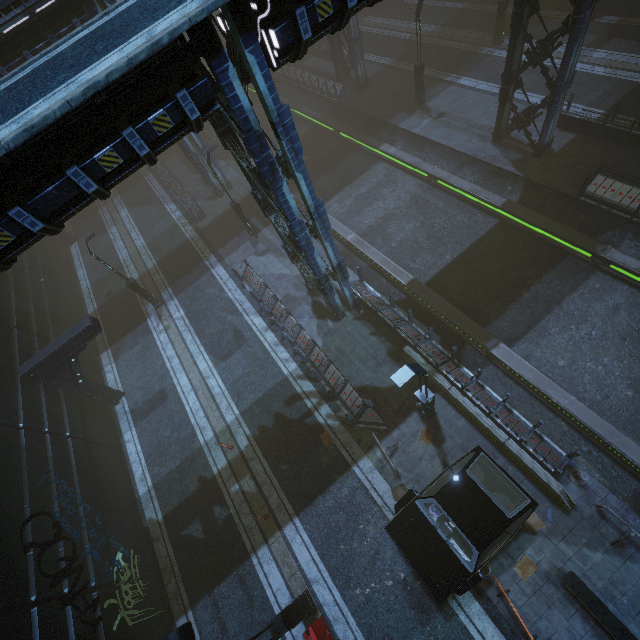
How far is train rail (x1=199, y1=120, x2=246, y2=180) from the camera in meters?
26.8

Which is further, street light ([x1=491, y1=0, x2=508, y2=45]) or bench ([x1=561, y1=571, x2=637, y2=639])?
street light ([x1=491, y1=0, x2=508, y2=45])

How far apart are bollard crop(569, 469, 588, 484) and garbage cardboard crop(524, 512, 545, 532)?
1.6m

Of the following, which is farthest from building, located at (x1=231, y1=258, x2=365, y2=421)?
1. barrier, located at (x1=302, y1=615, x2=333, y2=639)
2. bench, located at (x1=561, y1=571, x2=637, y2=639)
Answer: barrier, located at (x1=302, y1=615, x2=333, y2=639)

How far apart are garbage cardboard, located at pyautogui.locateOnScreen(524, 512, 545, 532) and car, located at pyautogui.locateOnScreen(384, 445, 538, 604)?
1.2m

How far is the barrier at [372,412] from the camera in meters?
12.6 m

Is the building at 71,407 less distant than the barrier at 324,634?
Yes

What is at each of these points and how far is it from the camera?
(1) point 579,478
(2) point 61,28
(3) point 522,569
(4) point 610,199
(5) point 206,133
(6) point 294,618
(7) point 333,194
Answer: (1) bollard, 10.2m
(2) building, 15.2m
(3) garbage cardboard, 9.8m
(4) building, 14.5m
(5) train rail, 32.0m
(6) street light, 9.4m
(7) train rail, 22.3m
